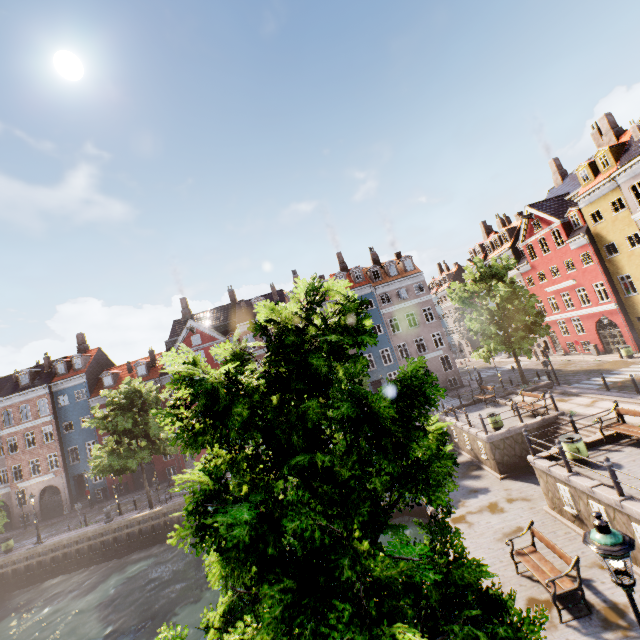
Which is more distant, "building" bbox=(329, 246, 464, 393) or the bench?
"building" bbox=(329, 246, 464, 393)

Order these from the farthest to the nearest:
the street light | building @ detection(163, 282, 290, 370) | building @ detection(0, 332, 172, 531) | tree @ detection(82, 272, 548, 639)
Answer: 1. building @ detection(163, 282, 290, 370)
2. building @ detection(0, 332, 172, 531)
3. the street light
4. tree @ detection(82, 272, 548, 639)

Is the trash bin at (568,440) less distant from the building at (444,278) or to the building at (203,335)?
the building at (444,278)

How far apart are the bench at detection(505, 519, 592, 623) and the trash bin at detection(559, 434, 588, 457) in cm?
309

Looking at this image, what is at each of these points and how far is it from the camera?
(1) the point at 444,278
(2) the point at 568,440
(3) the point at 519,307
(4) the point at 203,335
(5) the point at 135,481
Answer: (1) building, 59.34m
(2) trash bin, 12.12m
(3) tree, 22.83m
(4) building, 36.75m
(5) building, 34.75m

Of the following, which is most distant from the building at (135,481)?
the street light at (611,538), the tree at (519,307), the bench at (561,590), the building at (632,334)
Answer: the street light at (611,538)

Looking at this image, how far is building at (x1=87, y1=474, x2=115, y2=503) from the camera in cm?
3444

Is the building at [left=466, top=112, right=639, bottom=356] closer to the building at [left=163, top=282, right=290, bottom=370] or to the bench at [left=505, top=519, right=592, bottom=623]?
the building at [left=163, top=282, right=290, bottom=370]
